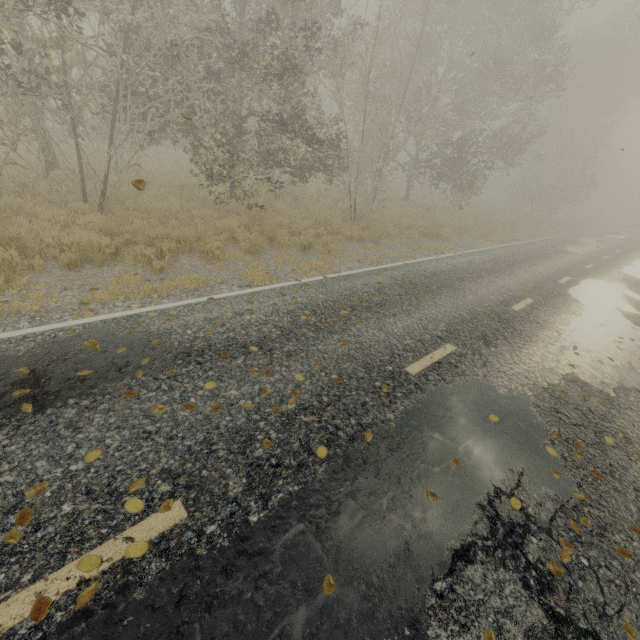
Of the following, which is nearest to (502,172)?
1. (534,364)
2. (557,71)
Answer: (557,71)
